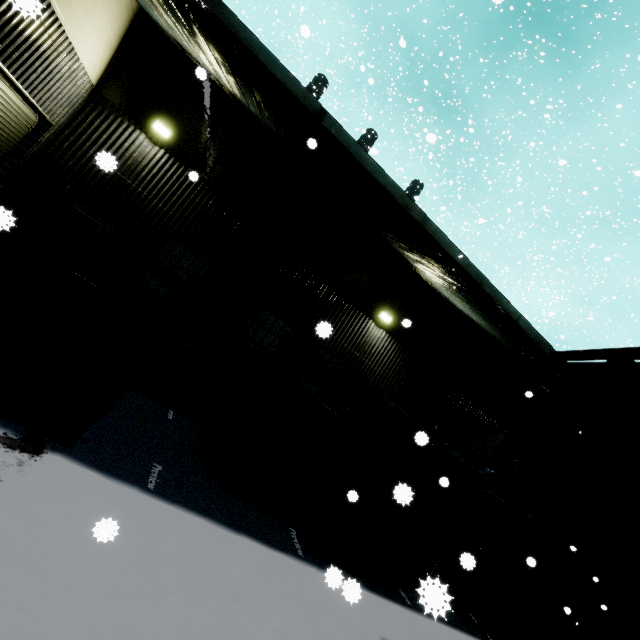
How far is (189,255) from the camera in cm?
984

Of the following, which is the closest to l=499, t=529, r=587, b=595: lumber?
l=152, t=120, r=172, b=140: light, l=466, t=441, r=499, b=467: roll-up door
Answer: l=466, t=441, r=499, b=467: roll-up door

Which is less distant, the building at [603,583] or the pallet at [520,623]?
the pallet at [520,623]

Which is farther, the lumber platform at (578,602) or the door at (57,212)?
the door at (57,212)

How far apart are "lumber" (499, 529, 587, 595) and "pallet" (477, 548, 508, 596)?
0.48m

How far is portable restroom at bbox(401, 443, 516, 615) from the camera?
6.5m

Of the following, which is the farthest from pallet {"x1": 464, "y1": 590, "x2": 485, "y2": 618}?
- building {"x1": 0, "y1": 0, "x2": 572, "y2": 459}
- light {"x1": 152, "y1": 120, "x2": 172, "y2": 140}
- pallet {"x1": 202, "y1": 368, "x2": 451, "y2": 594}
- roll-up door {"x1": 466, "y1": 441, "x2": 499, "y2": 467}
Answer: light {"x1": 152, "y1": 120, "x2": 172, "y2": 140}

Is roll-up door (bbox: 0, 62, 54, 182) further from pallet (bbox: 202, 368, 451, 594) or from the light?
pallet (bbox: 202, 368, 451, 594)
